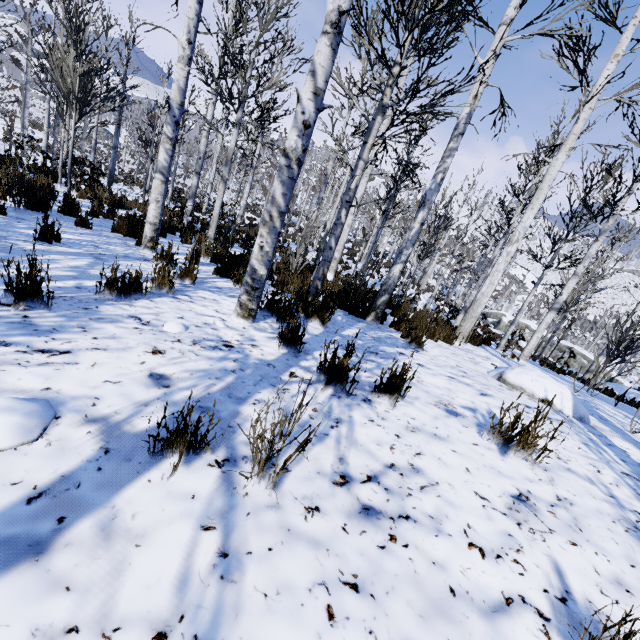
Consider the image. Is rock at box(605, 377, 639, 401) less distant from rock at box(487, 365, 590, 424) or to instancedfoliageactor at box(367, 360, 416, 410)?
instancedfoliageactor at box(367, 360, 416, 410)

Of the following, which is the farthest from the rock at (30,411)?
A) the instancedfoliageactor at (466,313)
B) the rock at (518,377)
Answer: the rock at (518,377)

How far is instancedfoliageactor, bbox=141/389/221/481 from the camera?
1.3m

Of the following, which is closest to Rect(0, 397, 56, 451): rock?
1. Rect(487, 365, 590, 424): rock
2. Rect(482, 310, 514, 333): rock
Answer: Rect(487, 365, 590, 424): rock

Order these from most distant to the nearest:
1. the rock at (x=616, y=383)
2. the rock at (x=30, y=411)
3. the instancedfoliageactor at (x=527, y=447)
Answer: the rock at (x=616, y=383), the instancedfoliageactor at (x=527, y=447), the rock at (x=30, y=411)

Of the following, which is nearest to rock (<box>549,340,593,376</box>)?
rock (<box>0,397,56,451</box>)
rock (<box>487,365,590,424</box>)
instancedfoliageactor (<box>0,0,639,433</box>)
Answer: instancedfoliageactor (<box>0,0,639,433</box>)

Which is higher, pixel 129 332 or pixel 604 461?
pixel 604 461
